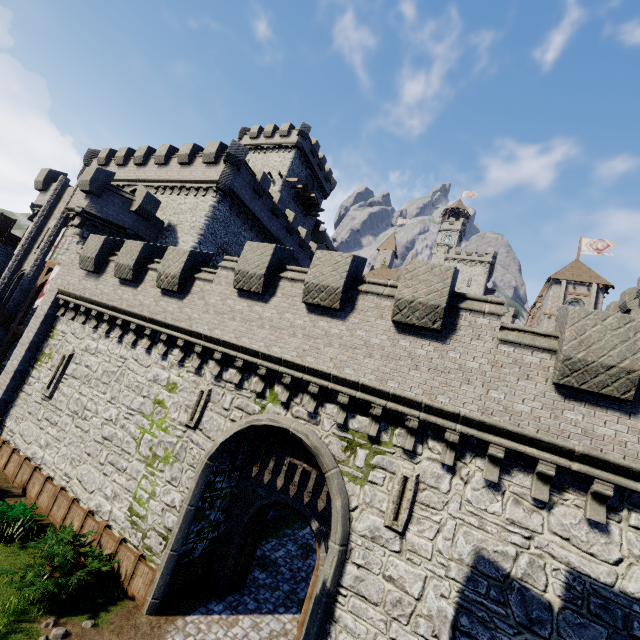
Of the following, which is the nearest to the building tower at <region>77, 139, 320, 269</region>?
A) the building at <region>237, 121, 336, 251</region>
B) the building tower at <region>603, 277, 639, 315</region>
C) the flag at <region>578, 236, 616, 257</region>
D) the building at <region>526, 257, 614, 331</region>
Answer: the building at <region>237, 121, 336, 251</region>

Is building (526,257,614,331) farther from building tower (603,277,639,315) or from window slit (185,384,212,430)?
window slit (185,384,212,430)

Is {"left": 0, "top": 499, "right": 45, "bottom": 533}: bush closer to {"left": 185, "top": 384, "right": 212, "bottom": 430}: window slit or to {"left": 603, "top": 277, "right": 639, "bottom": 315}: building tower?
{"left": 185, "top": 384, "right": 212, "bottom": 430}: window slit

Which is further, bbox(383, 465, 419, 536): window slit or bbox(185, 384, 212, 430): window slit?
bbox(185, 384, 212, 430): window slit

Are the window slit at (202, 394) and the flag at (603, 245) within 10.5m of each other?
no

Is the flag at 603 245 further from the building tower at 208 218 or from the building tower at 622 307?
the building tower at 208 218

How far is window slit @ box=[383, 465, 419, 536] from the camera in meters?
8.0

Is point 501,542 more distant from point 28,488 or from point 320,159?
point 320,159
